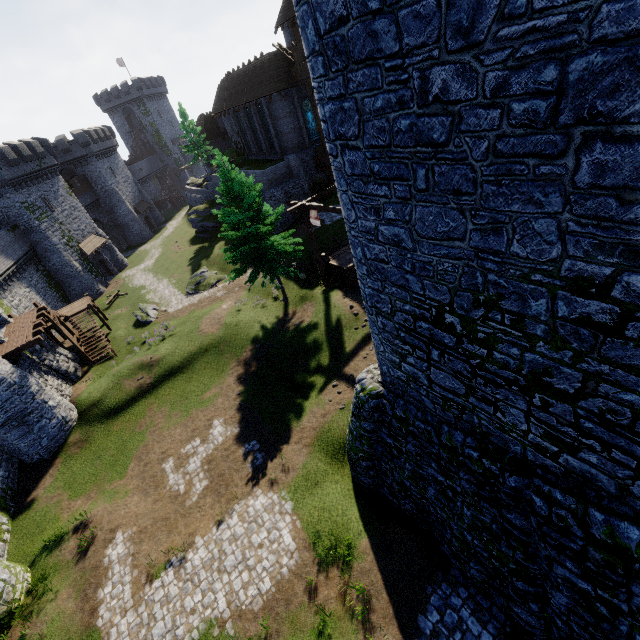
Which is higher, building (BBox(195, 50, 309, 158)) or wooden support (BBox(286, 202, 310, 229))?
building (BBox(195, 50, 309, 158))

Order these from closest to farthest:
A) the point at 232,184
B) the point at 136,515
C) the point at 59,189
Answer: the point at 136,515 → the point at 232,184 → the point at 59,189

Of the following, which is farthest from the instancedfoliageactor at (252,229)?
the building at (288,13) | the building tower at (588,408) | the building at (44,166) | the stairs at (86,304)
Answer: the building at (44,166)

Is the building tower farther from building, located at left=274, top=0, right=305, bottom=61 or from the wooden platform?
building, located at left=274, top=0, right=305, bottom=61

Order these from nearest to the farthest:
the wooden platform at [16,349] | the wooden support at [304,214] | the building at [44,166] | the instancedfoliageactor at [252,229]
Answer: the wooden platform at [16,349] → the instancedfoliageactor at [252,229] → the wooden support at [304,214] → the building at [44,166]

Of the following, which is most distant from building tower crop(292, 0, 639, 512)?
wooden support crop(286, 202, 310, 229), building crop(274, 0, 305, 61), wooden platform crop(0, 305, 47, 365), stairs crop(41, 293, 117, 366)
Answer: building crop(274, 0, 305, 61)

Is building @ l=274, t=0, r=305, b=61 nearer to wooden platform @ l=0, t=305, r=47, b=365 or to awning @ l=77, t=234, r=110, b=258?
awning @ l=77, t=234, r=110, b=258

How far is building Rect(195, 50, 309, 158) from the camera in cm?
3228
